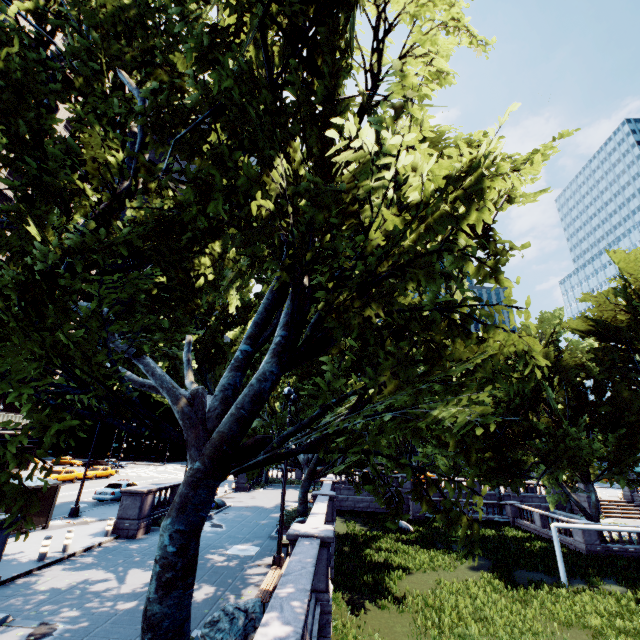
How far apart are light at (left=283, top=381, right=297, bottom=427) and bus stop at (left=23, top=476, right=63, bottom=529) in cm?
1254

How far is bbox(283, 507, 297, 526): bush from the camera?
19.76m

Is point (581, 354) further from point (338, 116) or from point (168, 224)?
point (168, 224)

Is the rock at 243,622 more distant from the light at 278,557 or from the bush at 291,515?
the bush at 291,515

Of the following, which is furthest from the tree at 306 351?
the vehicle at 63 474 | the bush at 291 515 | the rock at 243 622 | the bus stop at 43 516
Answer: the vehicle at 63 474

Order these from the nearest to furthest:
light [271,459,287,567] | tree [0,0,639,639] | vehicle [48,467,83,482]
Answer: tree [0,0,639,639] → light [271,459,287,567] → vehicle [48,467,83,482]

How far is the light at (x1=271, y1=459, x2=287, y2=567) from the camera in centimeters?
1288cm
